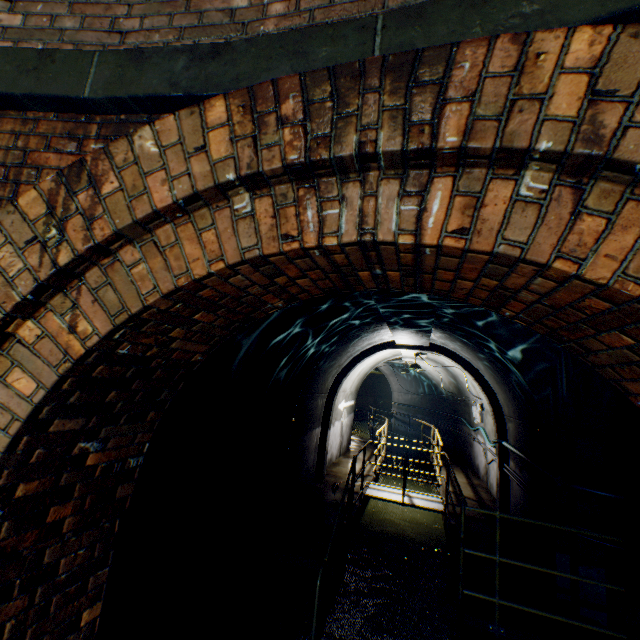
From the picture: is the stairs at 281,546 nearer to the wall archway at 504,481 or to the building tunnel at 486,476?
the building tunnel at 486,476

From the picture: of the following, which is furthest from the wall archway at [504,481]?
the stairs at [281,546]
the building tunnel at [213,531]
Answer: the stairs at [281,546]

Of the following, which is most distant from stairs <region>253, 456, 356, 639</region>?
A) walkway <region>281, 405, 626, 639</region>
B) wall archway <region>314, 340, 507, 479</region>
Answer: wall archway <region>314, 340, 507, 479</region>

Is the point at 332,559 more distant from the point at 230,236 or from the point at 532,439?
the point at 230,236

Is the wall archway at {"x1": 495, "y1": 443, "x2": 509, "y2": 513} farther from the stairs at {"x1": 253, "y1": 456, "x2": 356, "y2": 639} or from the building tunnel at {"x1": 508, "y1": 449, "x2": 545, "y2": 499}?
the stairs at {"x1": 253, "y1": 456, "x2": 356, "y2": 639}

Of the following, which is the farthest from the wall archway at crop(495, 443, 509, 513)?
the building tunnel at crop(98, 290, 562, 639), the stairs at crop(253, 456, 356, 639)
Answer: the stairs at crop(253, 456, 356, 639)
